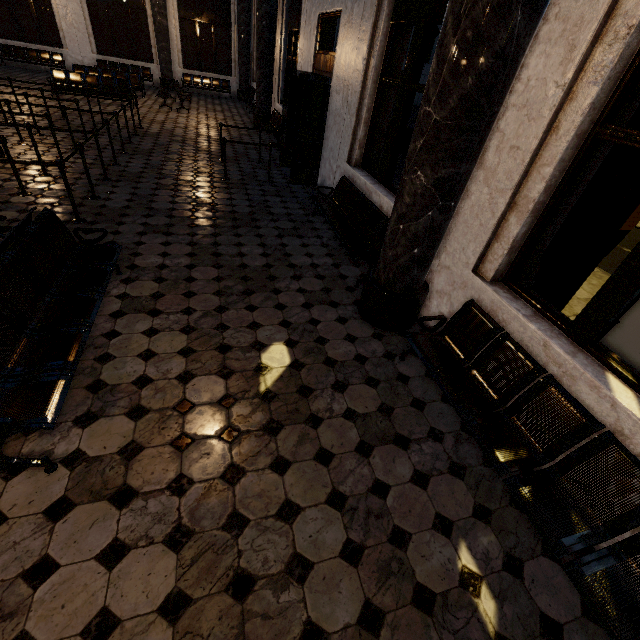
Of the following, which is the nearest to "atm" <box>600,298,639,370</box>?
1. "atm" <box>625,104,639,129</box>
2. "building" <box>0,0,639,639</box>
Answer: "building" <box>0,0,639,639</box>

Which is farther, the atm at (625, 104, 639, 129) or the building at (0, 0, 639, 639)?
the atm at (625, 104, 639, 129)

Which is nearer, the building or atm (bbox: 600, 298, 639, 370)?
the building

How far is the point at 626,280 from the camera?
2.3 meters

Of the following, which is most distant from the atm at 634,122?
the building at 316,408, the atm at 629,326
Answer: the atm at 629,326

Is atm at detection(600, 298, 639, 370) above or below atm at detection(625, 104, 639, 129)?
below
